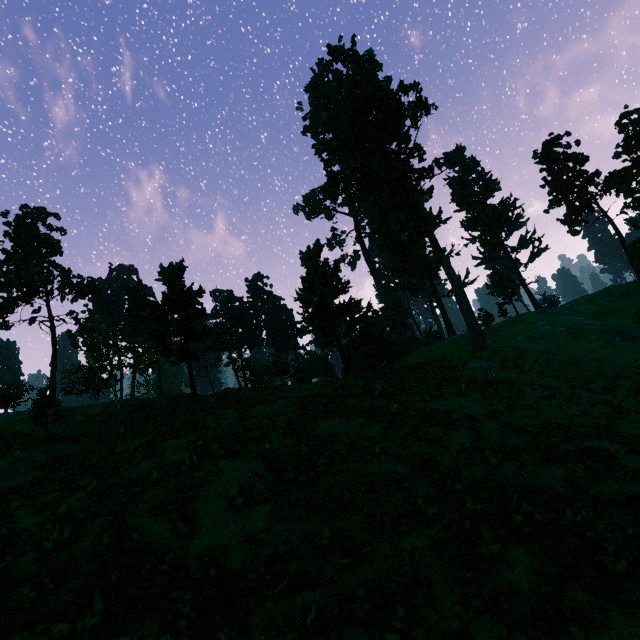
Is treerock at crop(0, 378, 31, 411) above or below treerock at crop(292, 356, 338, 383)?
above

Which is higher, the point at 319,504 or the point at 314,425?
the point at 314,425

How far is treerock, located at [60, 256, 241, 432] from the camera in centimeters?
2145cm

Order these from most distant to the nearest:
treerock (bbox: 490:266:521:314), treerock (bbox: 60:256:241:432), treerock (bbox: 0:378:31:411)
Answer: treerock (bbox: 490:266:521:314), treerock (bbox: 0:378:31:411), treerock (bbox: 60:256:241:432)

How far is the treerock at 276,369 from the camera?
41.1m

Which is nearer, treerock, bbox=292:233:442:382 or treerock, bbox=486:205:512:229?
treerock, bbox=292:233:442:382
